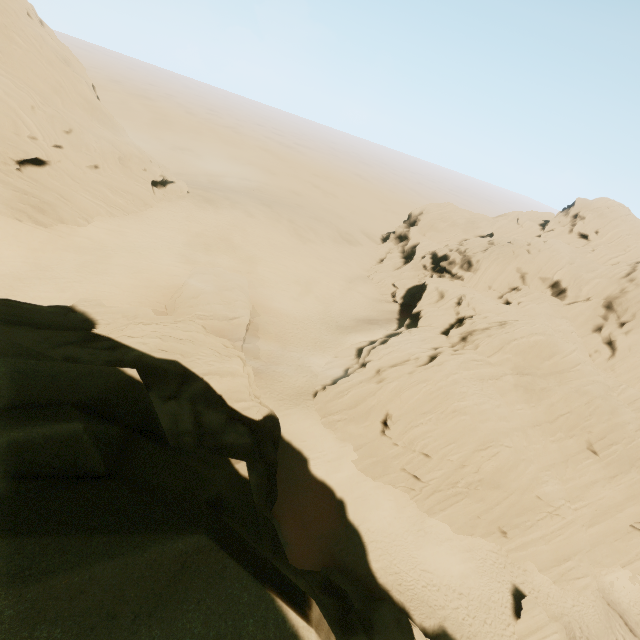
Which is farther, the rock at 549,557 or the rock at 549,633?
the rock at 549,557

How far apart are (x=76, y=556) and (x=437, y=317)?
43.2m

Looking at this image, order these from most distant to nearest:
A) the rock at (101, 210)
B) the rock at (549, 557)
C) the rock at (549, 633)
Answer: the rock at (101, 210) → the rock at (549, 557) → the rock at (549, 633)

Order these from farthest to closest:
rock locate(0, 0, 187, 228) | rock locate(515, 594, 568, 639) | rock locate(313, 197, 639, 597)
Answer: rock locate(0, 0, 187, 228)
rock locate(313, 197, 639, 597)
rock locate(515, 594, 568, 639)

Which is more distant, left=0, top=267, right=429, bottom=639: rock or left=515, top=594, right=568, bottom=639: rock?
left=515, top=594, right=568, bottom=639: rock
